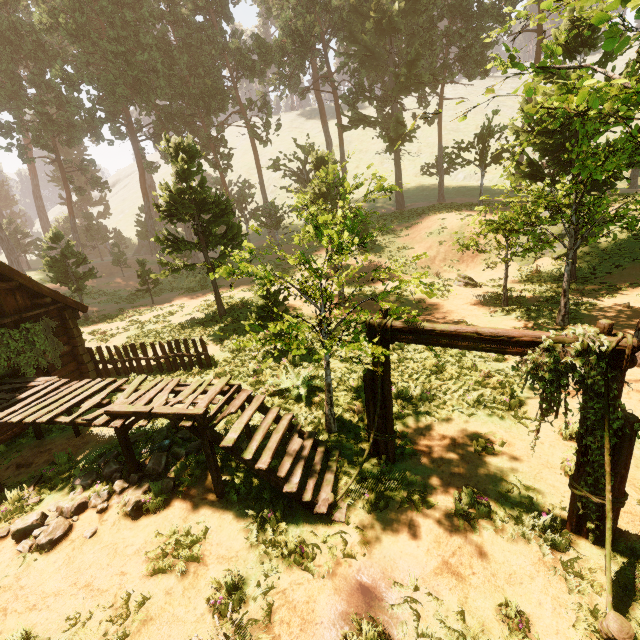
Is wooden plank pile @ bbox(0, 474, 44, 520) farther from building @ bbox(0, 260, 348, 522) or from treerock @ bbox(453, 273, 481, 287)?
treerock @ bbox(453, 273, 481, 287)

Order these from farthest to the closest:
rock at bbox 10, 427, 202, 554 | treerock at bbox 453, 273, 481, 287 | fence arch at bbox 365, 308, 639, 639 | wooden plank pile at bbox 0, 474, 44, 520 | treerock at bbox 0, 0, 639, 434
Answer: treerock at bbox 453, 273, 481, 287, treerock at bbox 0, 0, 639, 434, wooden plank pile at bbox 0, 474, 44, 520, rock at bbox 10, 427, 202, 554, fence arch at bbox 365, 308, 639, 639

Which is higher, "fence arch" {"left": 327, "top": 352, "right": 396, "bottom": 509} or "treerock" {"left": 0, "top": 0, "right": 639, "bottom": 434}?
"treerock" {"left": 0, "top": 0, "right": 639, "bottom": 434}

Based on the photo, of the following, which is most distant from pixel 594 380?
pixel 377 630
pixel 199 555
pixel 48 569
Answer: pixel 48 569

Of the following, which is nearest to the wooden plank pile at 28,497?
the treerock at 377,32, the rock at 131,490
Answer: the rock at 131,490

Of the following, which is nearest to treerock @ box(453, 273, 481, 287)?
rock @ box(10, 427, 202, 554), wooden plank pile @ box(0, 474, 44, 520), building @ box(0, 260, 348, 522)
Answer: building @ box(0, 260, 348, 522)

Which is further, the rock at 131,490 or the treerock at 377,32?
the treerock at 377,32

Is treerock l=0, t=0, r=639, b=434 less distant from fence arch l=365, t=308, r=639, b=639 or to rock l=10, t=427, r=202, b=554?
fence arch l=365, t=308, r=639, b=639
